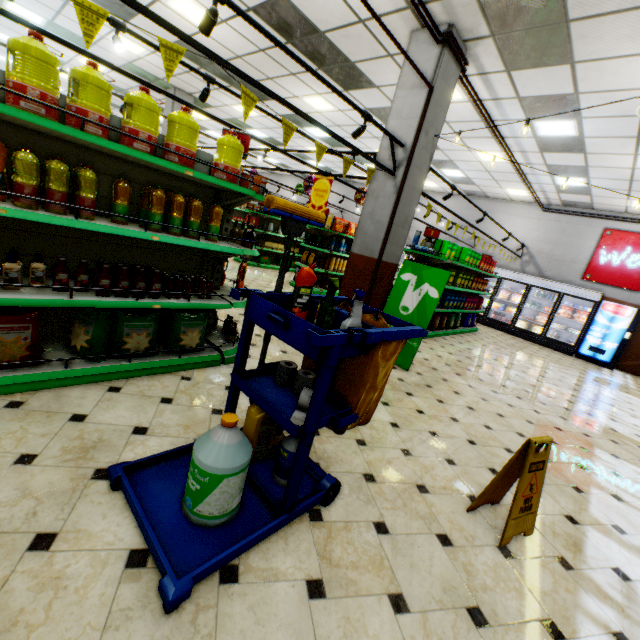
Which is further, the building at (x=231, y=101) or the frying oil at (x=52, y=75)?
the building at (x=231, y=101)

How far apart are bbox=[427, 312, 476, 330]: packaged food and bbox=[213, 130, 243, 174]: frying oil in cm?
718

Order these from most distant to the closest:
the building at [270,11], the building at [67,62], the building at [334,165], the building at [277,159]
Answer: the building at [277,159] < the building at [334,165] < the building at [67,62] < the building at [270,11]

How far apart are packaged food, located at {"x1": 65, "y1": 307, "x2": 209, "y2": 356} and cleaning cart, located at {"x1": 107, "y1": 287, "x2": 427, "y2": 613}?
1.3 meters

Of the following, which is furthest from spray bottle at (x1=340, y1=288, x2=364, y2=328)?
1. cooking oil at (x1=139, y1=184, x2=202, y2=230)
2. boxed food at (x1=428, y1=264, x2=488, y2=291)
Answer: boxed food at (x1=428, y1=264, x2=488, y2=291)

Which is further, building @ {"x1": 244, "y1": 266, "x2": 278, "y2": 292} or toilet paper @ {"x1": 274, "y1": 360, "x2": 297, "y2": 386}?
building @ {"x1": 244, "y1": 266, "x2": 278, "y2": 292}

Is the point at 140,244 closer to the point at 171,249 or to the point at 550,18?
the point at 171,249

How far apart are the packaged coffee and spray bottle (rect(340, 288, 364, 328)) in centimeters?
1058cm
